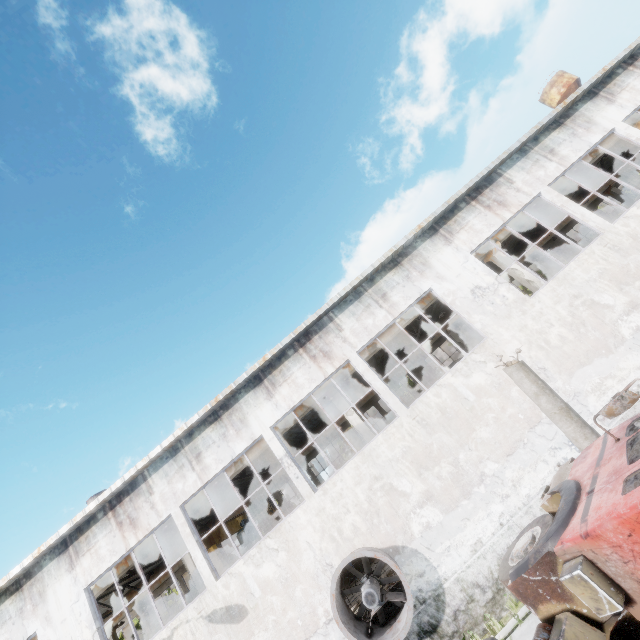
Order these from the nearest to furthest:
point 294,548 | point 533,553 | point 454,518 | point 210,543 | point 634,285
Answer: point 533,553 < point 454,518 < point 294,548 < point 634,285 < point 210,543

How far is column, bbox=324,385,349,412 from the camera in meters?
13.9

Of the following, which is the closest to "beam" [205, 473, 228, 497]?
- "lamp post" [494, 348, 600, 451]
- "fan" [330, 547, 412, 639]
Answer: "fan" [330, 547, 412, 639]

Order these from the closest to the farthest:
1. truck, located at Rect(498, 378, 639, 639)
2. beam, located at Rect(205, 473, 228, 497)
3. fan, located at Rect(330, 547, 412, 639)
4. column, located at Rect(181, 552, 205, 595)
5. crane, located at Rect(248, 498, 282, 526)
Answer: truck, located at Rect(498, 378, 639, 639), fan, located at Rect(330, 547, 412, 639), column, located at Rect(181, 552, 205, 595), beam, located at Rect(205, 473, 228, 497), crane, located at Rect(248, 498, 282, 526)

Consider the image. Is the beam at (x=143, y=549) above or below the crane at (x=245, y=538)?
above

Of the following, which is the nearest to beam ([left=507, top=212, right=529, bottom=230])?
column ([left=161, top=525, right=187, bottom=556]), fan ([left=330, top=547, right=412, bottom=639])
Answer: column ([left=161, top=525, right=187, bottom=556])

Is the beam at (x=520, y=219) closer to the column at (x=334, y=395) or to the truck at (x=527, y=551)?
the column at (x=334, y=395)

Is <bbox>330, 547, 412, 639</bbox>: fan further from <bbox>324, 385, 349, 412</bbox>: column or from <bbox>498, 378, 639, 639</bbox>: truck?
<bbox>498, 378, 639, 639</bbox>: truck
